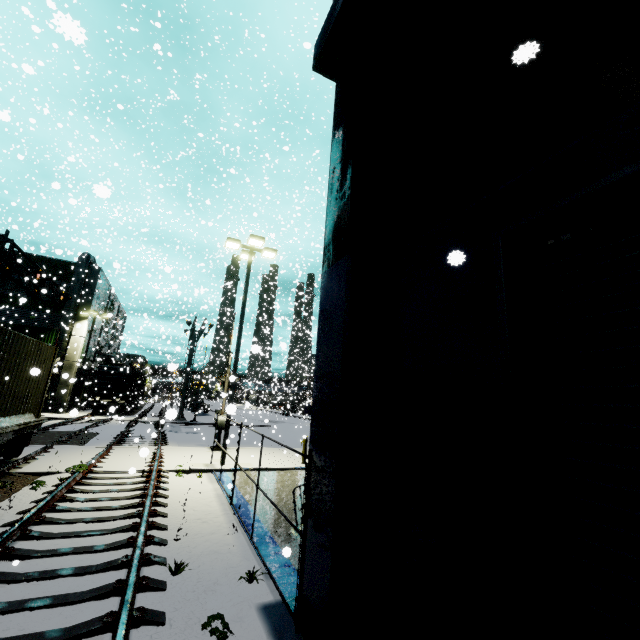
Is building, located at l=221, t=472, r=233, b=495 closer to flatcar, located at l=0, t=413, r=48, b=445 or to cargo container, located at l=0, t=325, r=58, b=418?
cargo container, located at l=0, t=325, r=58, b=418

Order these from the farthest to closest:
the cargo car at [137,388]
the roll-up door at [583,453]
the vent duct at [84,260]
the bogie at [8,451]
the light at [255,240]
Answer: the cargo car at [137,388] → the vent duct at [84,260] → the light at [255,240] → the bogie at [8,451] → the roll-up door at [583,453]

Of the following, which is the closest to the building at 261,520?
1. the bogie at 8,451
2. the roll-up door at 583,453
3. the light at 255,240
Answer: the roll-up door at 583,453

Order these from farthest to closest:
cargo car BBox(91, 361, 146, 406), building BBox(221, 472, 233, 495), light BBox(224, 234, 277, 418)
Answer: cargo car BBox(91, 361, 146, 406) < light BBox(224, 234, 277, 418) < building BBox(221, 472, 233, 495)

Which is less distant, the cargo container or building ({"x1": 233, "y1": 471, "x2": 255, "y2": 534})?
building ({"x1": 233, "y1": 471, "x2": 255, "y2": 534})

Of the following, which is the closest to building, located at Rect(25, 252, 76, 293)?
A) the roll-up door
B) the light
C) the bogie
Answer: the roll-up door

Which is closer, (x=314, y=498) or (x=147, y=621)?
(x=147, y=621)

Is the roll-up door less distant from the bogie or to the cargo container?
the cargo container
